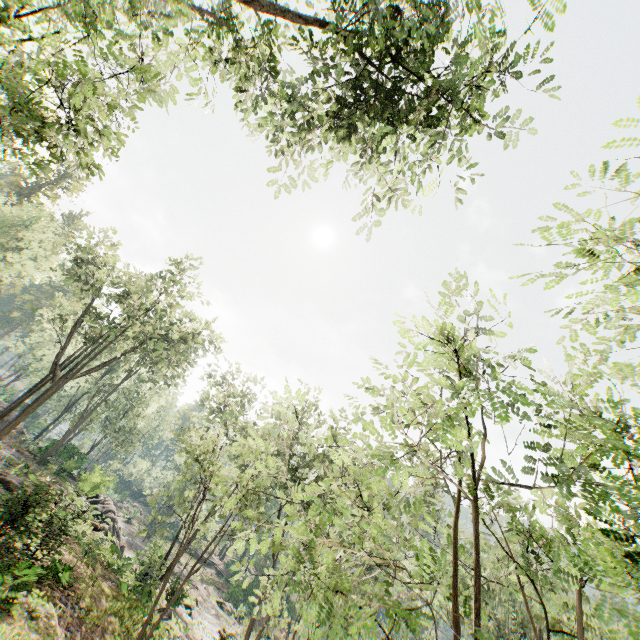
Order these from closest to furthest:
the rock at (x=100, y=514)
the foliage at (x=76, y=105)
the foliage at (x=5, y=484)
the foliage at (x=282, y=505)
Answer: the foliage at (x=282, y=505)
the foliage at (x=76, y=105)
the foliage at (x=5, y=484)
the rock at (x=100, y=514)

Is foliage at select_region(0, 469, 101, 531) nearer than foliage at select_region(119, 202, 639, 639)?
No

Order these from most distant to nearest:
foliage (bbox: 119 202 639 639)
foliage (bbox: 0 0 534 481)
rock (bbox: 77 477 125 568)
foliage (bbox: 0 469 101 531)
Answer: rock (bbox: 77 477 125 568) < foliage (bbox: 0 469 101 531) < foliage (bbox: 0 0 534 481) < foliage (bbox: 119 202 639 639)

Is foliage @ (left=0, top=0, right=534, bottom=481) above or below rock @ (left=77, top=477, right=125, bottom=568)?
above

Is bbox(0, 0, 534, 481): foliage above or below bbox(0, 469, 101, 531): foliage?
above

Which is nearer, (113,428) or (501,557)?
(501,557)

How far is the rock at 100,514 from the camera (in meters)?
21.25

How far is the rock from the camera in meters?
21.2 m
